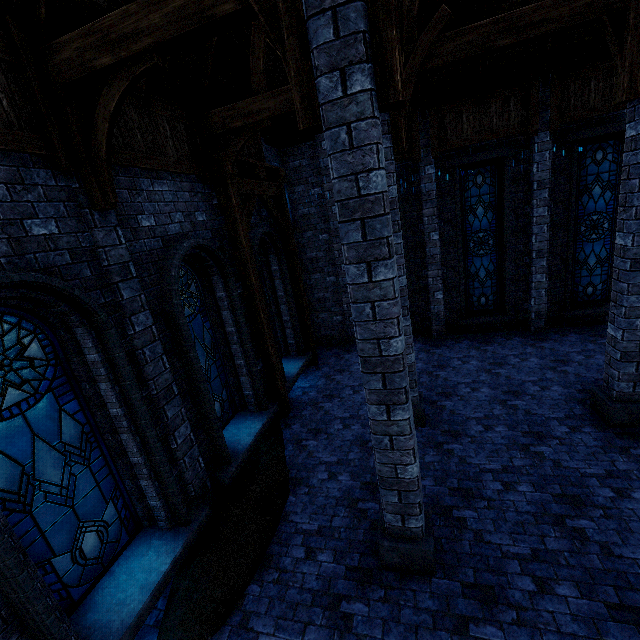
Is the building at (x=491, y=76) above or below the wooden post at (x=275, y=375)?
above

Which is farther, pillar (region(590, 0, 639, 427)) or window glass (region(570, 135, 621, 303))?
window glass (region(570, 135, 621, 303))

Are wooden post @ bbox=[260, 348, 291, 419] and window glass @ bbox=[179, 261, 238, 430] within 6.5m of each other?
yes

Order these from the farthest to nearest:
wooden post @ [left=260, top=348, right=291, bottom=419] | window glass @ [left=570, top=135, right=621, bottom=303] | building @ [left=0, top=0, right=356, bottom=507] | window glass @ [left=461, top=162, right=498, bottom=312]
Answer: window glass @ [left=461, top=162, right=498, bottom=312] → window glass @ [left=570, top=135, right=621, bottom=303] → wooden post @ [left=260, top=348, right=291, bottom=419] → building @ [left=0, top=0, right=356, bottom=507]

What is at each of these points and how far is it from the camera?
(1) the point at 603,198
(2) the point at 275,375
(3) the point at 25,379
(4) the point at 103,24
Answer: (1) window glass, 9.1 meters
(2) wooden post, 8.0 meters
(3) window glass, 3.6 meters
(4) building, 3.3 meters

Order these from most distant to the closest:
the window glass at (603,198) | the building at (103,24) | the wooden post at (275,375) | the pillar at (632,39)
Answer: the window glass at (603,198) < the wooden post at (275,375) < the pillar at (632,39) < the building at (103,24)

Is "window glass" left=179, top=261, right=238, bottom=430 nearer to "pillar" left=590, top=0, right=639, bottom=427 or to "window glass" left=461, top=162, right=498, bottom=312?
"pillar" left=590, top=0, right=639, bottom=427

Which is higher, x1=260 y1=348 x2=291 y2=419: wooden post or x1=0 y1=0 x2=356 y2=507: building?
x1=0 y1=0 x2=356 y2=507: building
